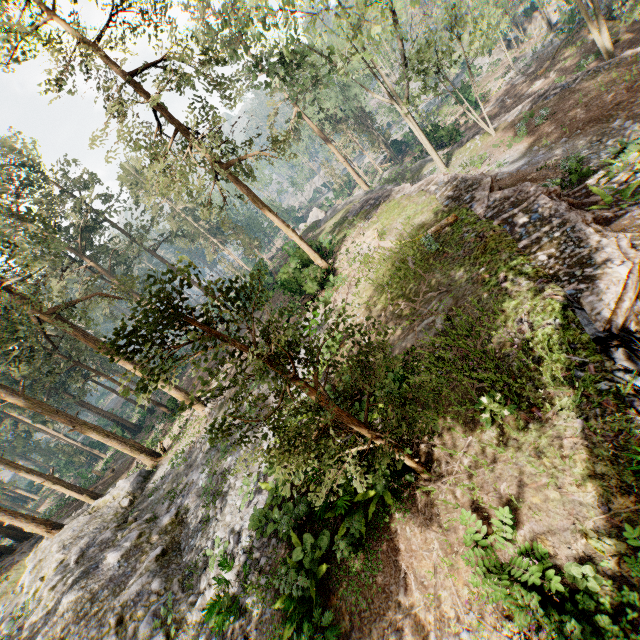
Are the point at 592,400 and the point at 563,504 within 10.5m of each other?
yes

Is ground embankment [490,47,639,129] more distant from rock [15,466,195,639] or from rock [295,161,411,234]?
rock [15,466,195,639]

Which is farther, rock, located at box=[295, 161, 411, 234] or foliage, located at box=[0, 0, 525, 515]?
rock, located at box=[295, 161, 411, 234]

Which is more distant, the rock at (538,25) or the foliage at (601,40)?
the rock at (538,25)

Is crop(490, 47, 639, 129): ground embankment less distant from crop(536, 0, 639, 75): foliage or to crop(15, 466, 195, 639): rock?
crop(536, 0, 639, 75): foliage

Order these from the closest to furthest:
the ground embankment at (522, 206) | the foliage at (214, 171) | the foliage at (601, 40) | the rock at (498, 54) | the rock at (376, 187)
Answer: the foliage at (214, 171), the ground embankment at (522, 206), the foliage at (601, 40), the rock at (376, 187), the rock at (498, 54)

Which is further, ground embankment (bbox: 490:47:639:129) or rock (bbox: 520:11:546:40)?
rock (bbox: 520:11:546:40)

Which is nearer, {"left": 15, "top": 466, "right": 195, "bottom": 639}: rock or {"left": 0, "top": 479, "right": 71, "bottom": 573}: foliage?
{"left": 15, "top": 466, "right": 195, "bottom": 639}: rock
